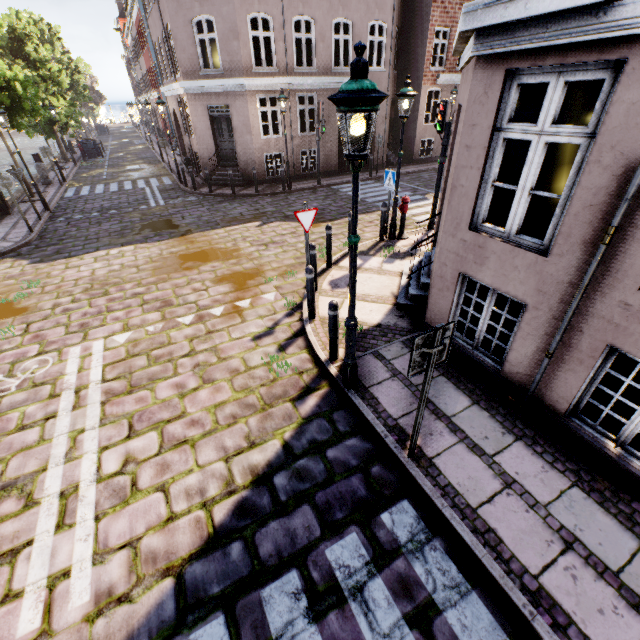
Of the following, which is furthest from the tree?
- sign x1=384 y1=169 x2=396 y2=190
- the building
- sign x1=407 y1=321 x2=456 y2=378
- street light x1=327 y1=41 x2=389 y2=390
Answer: sign x1=384 y1=169 x2=396 y2=190

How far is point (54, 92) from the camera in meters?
23.8 m

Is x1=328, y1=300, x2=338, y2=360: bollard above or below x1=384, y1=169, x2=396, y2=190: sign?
below

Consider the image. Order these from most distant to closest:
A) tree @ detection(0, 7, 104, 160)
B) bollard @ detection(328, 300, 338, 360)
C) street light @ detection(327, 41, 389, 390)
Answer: tree @ detection(0, 7, 104, 160) < bollard @ detection(328, 300, 338, 360) < street light @ detection(327, 41, 389, 390)

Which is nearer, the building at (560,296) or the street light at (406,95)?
the building at (560,296)

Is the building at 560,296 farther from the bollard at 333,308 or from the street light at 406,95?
the bollard at 333,308

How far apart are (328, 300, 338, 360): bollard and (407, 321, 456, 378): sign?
2.0m

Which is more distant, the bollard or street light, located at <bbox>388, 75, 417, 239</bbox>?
street light, located at <bbox>388, 75, 417, 239</bbox>
